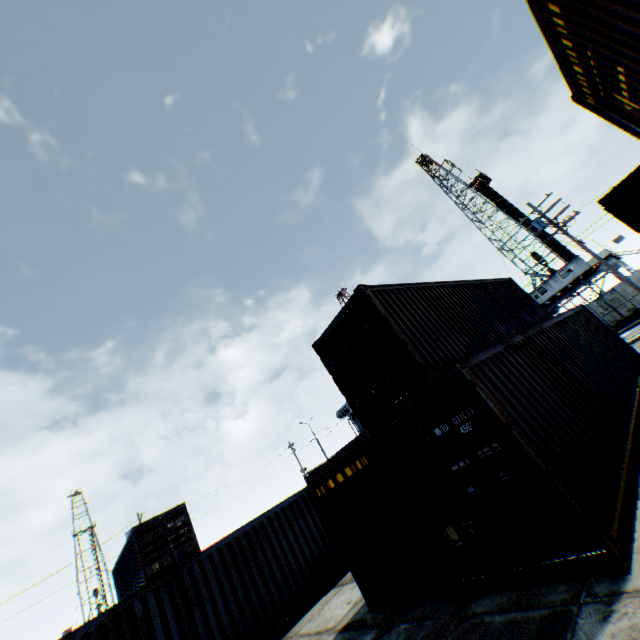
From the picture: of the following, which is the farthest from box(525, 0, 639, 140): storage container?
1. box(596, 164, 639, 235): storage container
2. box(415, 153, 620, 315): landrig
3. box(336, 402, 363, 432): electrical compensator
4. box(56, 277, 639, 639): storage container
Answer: box(415, 153, 620, 315): landrig

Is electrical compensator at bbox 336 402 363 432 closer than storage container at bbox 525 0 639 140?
No

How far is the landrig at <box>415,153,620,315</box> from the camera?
35.1m

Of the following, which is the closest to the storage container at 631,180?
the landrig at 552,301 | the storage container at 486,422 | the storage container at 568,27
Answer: the storage container at 486,422

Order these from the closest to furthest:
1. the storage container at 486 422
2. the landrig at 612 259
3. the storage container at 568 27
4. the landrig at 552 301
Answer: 1. the storage container at 568 27
2. the storage container at 486 422
3. the landrig at 612 259
4. the landrig at 552 301

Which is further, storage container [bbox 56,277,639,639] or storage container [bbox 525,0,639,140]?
storage container [bbox 56,277,639,639]

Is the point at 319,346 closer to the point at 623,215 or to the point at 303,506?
the point at 303,506

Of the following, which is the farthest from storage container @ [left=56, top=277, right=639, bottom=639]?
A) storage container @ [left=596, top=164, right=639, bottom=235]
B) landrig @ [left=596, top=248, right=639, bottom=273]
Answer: landrig @ [left=596, top=248, right=639, bottom=273]
